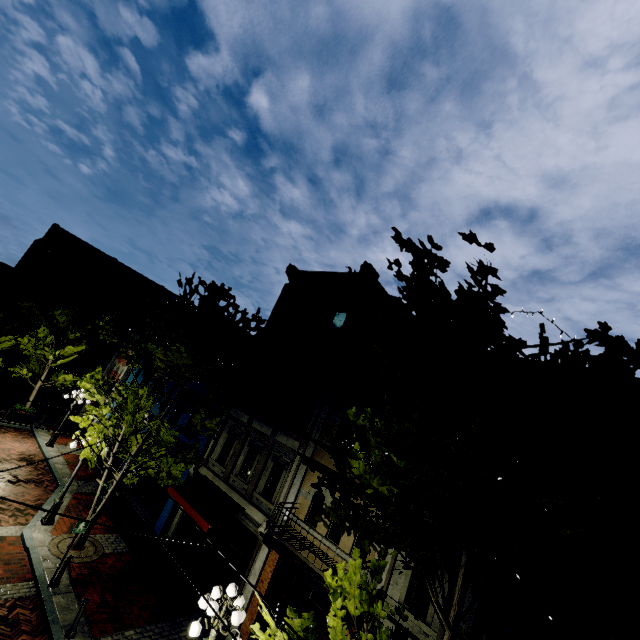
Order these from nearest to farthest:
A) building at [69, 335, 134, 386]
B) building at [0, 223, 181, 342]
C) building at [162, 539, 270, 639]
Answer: building at [162, 539, 270, 639], building at [69, 335, 134, 386], building at [0, 223, 181, 342]

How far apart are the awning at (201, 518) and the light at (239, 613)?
3.7m

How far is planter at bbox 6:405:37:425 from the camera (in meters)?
20.23

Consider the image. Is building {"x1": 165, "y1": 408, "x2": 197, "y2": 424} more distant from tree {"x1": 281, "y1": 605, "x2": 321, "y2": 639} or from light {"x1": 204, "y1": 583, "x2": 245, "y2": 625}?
light {"x1": 204, "y1": 583, "x2": 245, "y2": 625}

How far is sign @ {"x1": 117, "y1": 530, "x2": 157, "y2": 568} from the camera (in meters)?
5.29

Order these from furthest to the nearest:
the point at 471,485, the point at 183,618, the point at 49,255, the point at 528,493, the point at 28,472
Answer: the point at 49,255 → the point at 28,472 → the point at 183,618 → the point at 471,485 → the point at 528,493

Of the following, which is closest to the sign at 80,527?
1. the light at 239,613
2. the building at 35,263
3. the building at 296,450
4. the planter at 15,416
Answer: the building at 296,450

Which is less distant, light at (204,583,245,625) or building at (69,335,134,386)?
light at (204,583,245,625)
